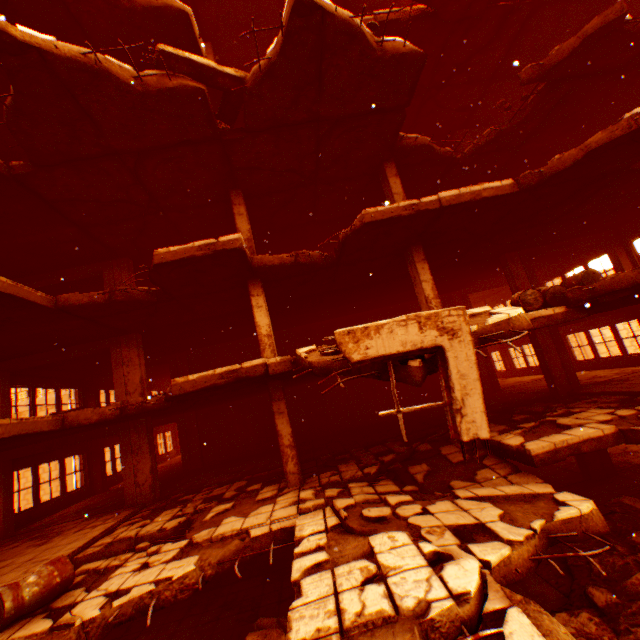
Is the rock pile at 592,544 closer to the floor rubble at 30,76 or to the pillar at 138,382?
the floor rubble at 30,76

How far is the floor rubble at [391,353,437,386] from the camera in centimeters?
411cm

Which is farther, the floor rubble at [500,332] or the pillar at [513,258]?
the pillar at [513,258]

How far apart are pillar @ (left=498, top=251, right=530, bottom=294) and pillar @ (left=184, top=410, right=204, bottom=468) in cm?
1512

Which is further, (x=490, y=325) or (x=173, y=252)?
(x=173, y=252)

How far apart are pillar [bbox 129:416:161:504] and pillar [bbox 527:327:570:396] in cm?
1436

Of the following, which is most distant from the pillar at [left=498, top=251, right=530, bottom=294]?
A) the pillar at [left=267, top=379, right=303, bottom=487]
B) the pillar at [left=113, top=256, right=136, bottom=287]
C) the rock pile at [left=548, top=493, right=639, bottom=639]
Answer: the pillar at [left=113, top=256, right=136, bottom=287]

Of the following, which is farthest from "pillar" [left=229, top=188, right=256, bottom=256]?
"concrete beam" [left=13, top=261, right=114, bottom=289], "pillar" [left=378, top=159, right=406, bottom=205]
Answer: "concrete beam" [left=13, top=261, right=114, bottom=289]
